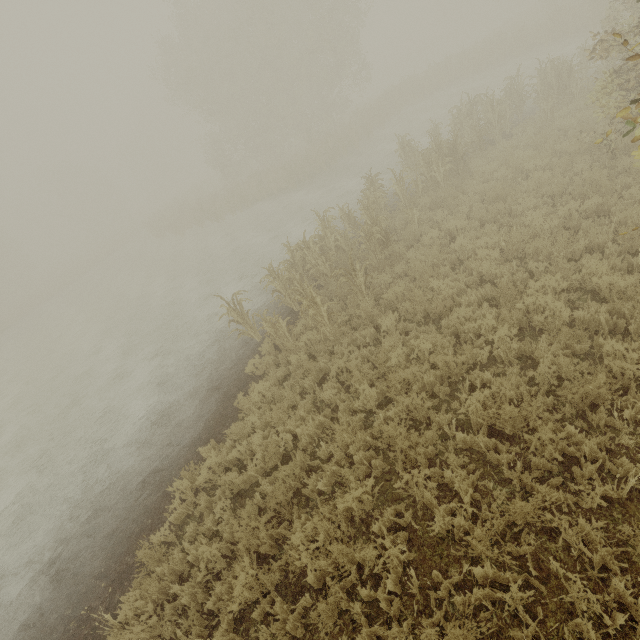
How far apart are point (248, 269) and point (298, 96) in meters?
24.7 m
